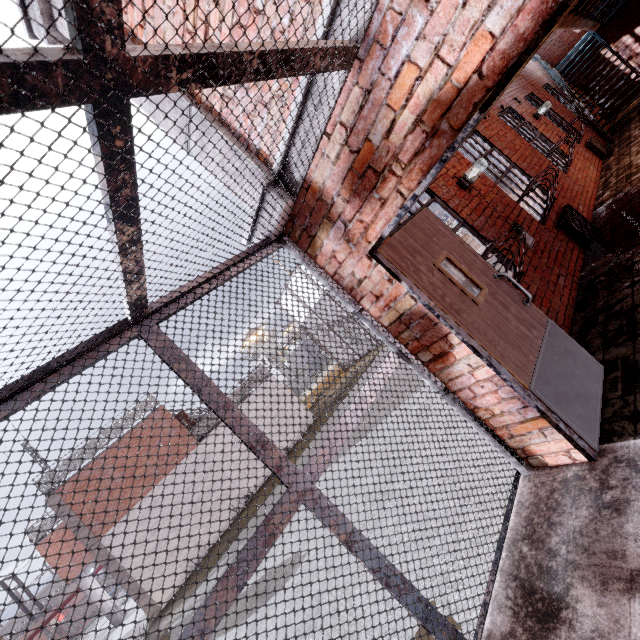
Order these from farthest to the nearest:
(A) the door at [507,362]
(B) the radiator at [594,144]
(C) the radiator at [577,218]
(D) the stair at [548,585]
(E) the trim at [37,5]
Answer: (B) the radiator at [594,144] < (C) the radiator at [577,218] < (E) the trim at [37,5] < (A) the door at [507,362] < (D) the stair at [548,585]

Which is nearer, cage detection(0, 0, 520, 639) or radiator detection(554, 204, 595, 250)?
cage detection(0, 0, 520, 639)

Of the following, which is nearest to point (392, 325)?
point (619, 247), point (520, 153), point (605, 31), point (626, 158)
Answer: point (619, 247)

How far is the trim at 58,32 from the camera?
3.05m

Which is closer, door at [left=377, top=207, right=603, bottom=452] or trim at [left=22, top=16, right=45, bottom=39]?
door at [left=377, top=207, right=603, bottom=452]

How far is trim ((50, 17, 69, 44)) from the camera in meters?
3.1

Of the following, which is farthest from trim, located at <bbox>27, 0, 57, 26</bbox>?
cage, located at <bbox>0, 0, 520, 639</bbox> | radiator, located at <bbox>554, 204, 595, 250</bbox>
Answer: radiator, located at <bbox>554, 204, 595, 250</bbox>

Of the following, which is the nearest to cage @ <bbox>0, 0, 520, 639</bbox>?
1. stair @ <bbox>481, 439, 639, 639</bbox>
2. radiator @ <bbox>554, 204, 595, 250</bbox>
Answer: stair @ <bbox>481, 439, 639, 639</bbox>
